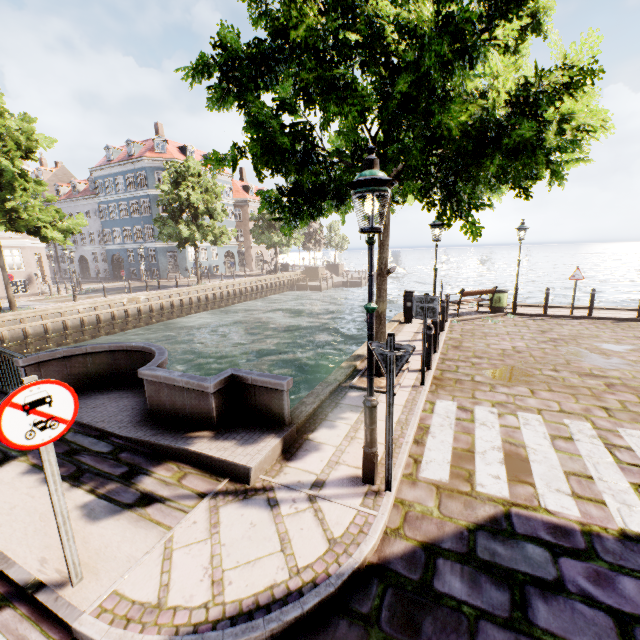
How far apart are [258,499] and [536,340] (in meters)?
10.00

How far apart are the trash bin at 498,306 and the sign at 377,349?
12.20m

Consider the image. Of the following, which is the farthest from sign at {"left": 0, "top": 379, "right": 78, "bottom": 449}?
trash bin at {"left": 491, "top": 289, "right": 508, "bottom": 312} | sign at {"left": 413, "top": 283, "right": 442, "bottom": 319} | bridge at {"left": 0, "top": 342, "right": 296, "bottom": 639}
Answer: trash bin at {"left": 491, "top": 289, "right": 508, "bottom": 312}

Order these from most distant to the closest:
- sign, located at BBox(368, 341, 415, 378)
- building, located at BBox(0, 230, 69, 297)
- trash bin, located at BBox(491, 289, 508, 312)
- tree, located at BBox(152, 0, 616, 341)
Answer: building, located at BBox(0, 230, 69, 297), trash bin, located at BBox(491, 289, 508, 312), tree, located at BBox(152, 0, 616, 341), sign, located at BBox(368, 341, 415, 378)

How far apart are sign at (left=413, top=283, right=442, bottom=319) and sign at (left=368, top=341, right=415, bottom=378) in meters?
3.3

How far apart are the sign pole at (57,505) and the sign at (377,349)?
3.0 meters

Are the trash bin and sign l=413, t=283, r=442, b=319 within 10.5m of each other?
yes

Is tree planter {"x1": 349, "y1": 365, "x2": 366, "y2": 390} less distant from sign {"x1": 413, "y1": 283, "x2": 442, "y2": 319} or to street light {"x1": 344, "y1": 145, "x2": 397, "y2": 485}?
sign {"x1": 413, "y1": 283, "x2": 442, "y2": 319}
